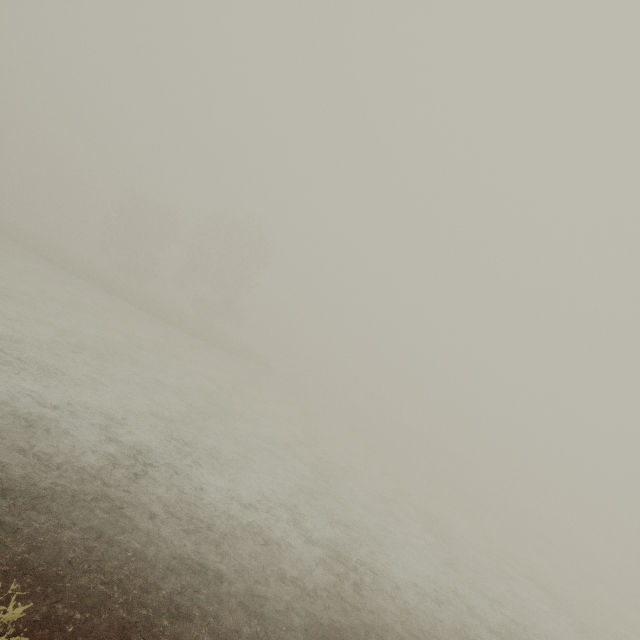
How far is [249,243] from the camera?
46.3m
